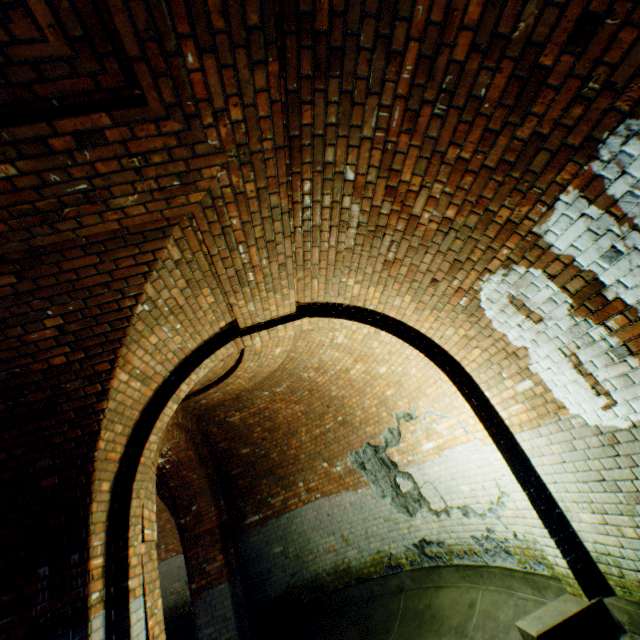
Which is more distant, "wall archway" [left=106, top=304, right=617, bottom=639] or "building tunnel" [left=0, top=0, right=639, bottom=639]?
"wall archway" [left=106, top=304, right=617, bottom=639]

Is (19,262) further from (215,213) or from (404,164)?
(404,164)

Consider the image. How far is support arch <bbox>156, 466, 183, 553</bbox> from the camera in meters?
7.3

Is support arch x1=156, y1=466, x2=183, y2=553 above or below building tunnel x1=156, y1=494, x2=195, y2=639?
above

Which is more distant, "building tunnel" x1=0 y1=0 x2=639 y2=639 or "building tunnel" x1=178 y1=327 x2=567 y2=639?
"building tunnel" x1=178 y1=327 x2=567 y2=639

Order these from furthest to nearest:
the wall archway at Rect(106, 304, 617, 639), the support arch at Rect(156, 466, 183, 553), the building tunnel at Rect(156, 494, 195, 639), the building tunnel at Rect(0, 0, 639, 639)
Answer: the building tunnel at Rect(156, 494, 195, 639) → the support arch at Rect(156, 466, 183, 553) → the wall archway at Rect(106, 304, 617, 639) → the building tunnel at Rect(0, 0, 639, 639)

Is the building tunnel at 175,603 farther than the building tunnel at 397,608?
Yes

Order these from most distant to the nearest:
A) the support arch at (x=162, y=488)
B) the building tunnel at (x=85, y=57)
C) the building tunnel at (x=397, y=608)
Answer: the support arch at (x=162, y=488) → the building tunnel at (x=397, y=608) → the building tunnel at (x=85, y=57)
